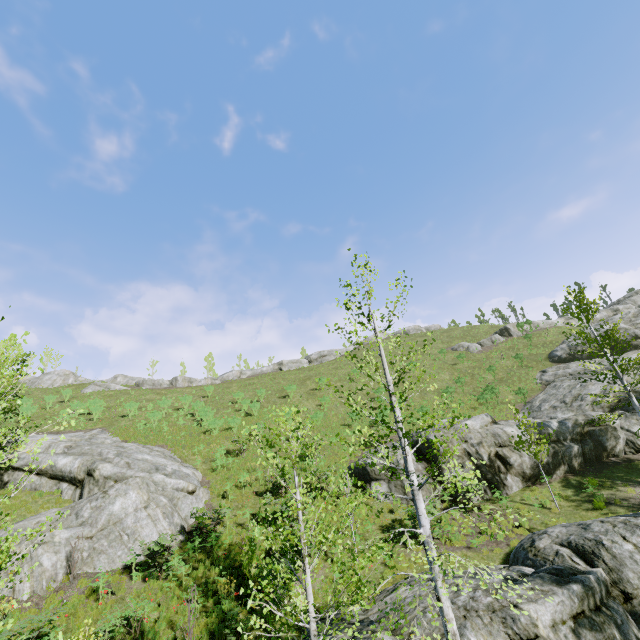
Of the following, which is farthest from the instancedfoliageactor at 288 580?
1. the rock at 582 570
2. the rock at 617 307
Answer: Answer: the rock at 617 307

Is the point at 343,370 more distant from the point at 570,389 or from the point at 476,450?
the point at 476,450

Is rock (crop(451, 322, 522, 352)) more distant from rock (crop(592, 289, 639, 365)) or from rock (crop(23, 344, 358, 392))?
rock (crop(23, 344, 358, 392))

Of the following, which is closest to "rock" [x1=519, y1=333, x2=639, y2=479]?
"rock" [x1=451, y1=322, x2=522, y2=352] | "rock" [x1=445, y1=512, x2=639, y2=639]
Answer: "rock" [x1=445, y1=512, x2=639, y2=639]

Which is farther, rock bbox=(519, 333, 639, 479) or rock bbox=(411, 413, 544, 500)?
rock bbox=(519, 333, 639, 479)

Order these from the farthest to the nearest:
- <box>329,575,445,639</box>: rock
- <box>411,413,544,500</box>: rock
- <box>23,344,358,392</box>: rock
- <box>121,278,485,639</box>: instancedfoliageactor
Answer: <box>23,344,358,392</box>: rock → <box>411,413,544,500</box>: rock → <box>329,575,445,639</box>: rock → <box>121,278,485,639</box>: instancedfoliageactor

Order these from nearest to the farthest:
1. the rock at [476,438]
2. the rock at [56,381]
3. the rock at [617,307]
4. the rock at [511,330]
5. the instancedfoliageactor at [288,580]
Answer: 1. the instancedfoliageactor at [288,580]
2. the rock at [476,438]
3. the rock at [617,307]
4. the rock at [511,330]
5. the rock at [56,381]

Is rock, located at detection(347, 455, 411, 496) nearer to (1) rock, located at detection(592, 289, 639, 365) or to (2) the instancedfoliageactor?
(1) rock, located at detection(592, 289, 639, 365)
